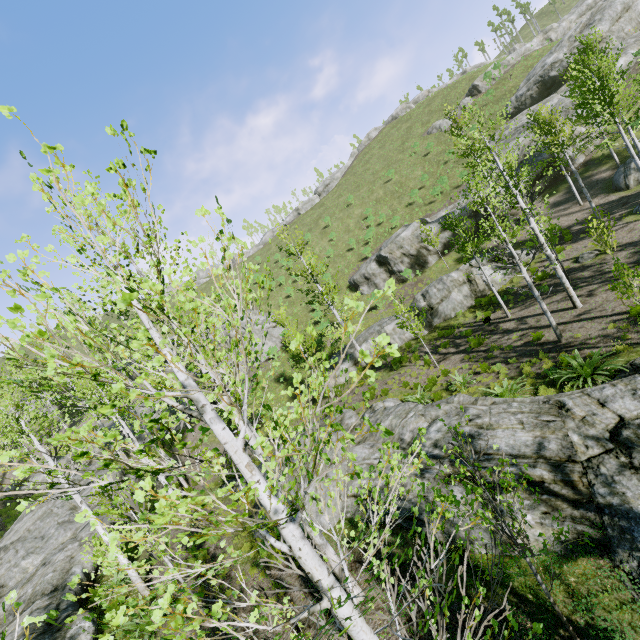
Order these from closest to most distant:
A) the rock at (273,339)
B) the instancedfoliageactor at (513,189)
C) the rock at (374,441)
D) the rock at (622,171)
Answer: the rock at (374,441) → the instancedfoliageactor at (513,189) → the rock at (622,171) → the rock at (273,339)

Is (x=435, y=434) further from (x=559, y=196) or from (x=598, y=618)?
(x=559, y=196)

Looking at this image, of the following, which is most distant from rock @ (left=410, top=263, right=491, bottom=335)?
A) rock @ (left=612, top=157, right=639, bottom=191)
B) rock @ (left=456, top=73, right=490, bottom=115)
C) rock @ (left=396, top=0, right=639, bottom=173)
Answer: rock @ (left=456, top=73, right=490, bottom=115)

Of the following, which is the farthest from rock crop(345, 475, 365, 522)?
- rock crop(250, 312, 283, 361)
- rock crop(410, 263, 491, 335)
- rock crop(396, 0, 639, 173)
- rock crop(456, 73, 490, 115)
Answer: rock crop(456, 73, 490, 115)

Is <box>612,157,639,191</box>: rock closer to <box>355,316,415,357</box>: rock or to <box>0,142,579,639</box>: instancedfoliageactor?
<box>0,142,579,639</box>: instancedfoliageactor

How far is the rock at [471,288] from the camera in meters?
22.1 m

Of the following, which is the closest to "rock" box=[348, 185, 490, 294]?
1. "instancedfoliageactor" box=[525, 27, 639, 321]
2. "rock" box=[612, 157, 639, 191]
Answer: "instancedfoliageactor" box=[525, 27, 639, 321]

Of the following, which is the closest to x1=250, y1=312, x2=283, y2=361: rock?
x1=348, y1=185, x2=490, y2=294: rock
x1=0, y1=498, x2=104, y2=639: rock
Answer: x1=348, y1=185, x2=490, y2=294: rock
